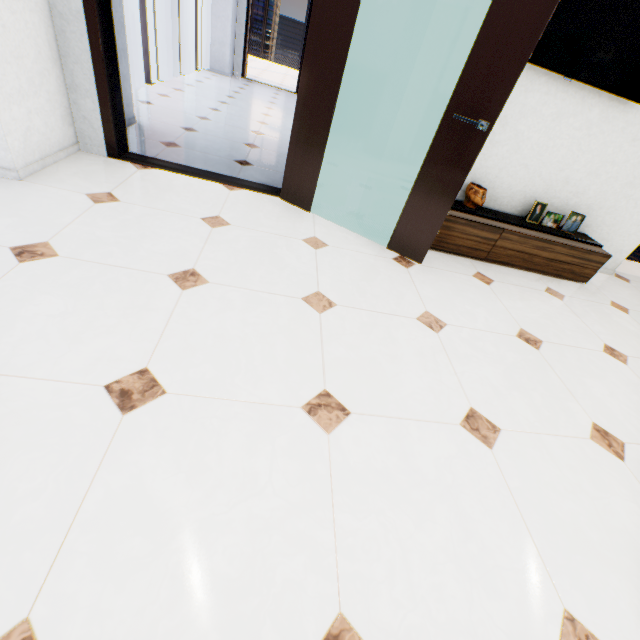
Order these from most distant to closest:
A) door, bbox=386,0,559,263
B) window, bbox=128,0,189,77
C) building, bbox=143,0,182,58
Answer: building, bbox=143,0,182,58
window, bbox=128,0,189,77
door, bbox=386,0,559,263

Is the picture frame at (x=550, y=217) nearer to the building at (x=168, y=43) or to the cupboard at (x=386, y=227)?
the cupboard at (x=386, y=227)

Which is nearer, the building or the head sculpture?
the head sculpture

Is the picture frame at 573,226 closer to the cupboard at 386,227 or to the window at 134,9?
the cupboard at 386,227

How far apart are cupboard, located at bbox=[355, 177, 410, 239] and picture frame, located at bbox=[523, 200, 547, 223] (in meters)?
0.01

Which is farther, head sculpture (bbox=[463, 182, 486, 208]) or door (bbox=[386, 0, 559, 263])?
head sculpture (bbox=[463, 182, 486, 208])

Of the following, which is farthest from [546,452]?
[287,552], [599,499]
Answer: [287,552]
